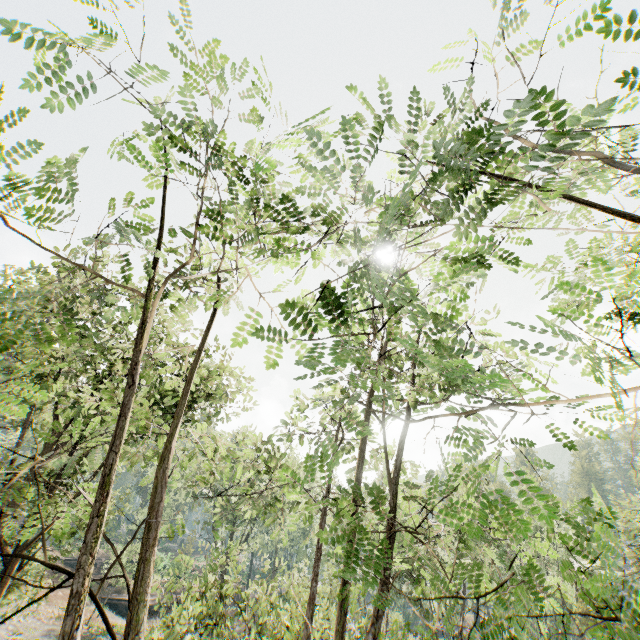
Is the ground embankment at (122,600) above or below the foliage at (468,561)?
below

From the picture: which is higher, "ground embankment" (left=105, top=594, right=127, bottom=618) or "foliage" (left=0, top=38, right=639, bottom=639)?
"foliage" (left=0, top=38, right=639, bottom=639)

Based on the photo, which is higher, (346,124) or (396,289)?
(396,289)

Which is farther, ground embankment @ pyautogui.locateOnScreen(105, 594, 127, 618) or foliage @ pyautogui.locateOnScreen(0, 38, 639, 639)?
ground embankment @ pyautogui.locateOnScreen(105, 594, 127, 618)

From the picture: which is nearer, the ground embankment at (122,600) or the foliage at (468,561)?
the foliage at (468,561)

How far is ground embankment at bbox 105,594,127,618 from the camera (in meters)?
35.66
